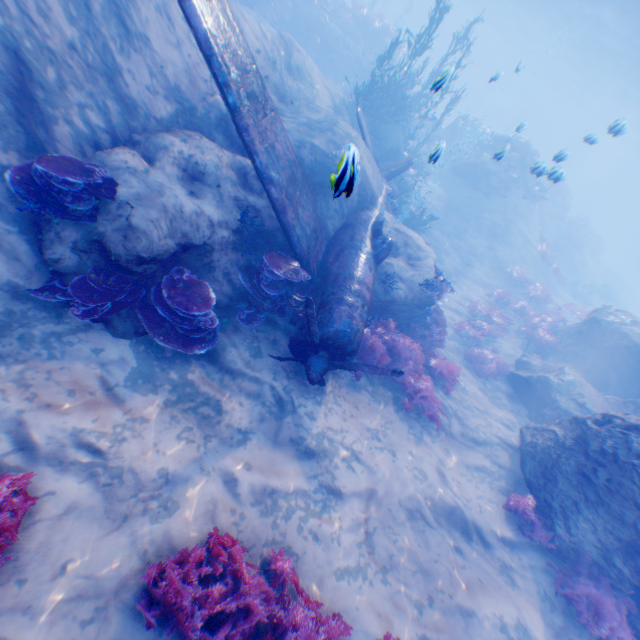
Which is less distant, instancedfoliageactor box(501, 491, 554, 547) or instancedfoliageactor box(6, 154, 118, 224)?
instancedfoliageactor box(6, 154, 118, 224)

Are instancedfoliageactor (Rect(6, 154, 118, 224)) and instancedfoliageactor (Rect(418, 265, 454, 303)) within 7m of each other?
no

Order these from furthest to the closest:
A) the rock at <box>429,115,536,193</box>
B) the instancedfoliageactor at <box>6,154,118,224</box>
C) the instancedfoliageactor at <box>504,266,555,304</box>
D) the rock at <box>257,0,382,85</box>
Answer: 1. the rock at <box>429,115,536,193</box>
2. the rock at <box>257,0,382,85</box>
3. the instancedfoliageactor at <box>504,266,555,304</box>
4. the instancedfoliageactor at <box>6,154,118,224</box>

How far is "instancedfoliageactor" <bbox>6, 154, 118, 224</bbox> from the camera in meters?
4.6 m

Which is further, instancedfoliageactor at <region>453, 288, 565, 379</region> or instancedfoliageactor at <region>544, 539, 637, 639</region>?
instancedfoliageactor at <region>453, 288, 565, 379</region>

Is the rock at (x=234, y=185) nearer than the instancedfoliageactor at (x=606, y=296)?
Yes

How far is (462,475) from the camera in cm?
775

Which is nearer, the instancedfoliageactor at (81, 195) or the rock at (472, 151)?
the instancedfoliageactor at (81, 195)
